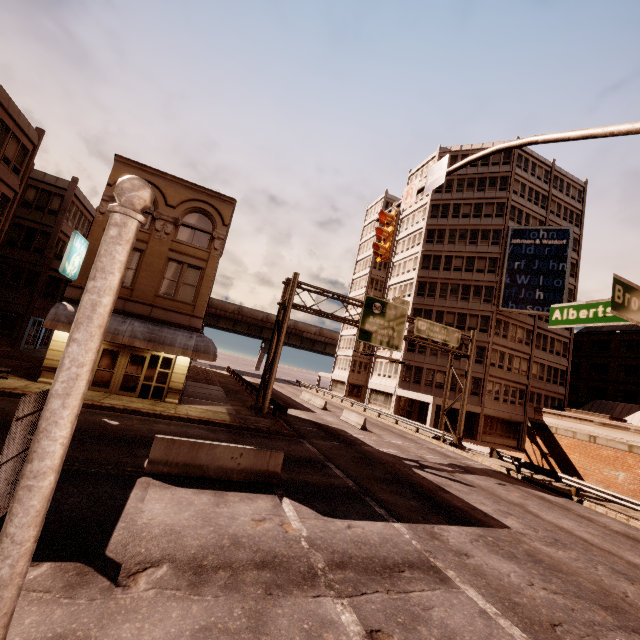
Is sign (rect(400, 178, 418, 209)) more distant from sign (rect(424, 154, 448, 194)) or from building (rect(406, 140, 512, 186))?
building (rect(406, 140, 512, 186))

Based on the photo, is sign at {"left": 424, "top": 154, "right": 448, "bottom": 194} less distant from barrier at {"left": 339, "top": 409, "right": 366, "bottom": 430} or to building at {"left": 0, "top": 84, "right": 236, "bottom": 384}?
building at {"left": 0, "top": 84, "right": 236, "bottom": 384}

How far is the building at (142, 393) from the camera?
18.1 meters

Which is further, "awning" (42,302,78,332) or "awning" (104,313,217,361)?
"awning" (104,313,217,361)

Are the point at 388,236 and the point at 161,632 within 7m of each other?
no

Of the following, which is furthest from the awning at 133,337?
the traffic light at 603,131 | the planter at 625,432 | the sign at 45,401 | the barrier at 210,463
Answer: the planter at 625,432

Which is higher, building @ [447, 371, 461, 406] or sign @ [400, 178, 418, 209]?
sign @ [400, 178, 418, 209]

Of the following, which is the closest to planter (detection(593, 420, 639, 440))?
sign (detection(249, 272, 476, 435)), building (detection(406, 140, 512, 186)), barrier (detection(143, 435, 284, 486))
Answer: sign (detection(249, 272, 476, 435))
